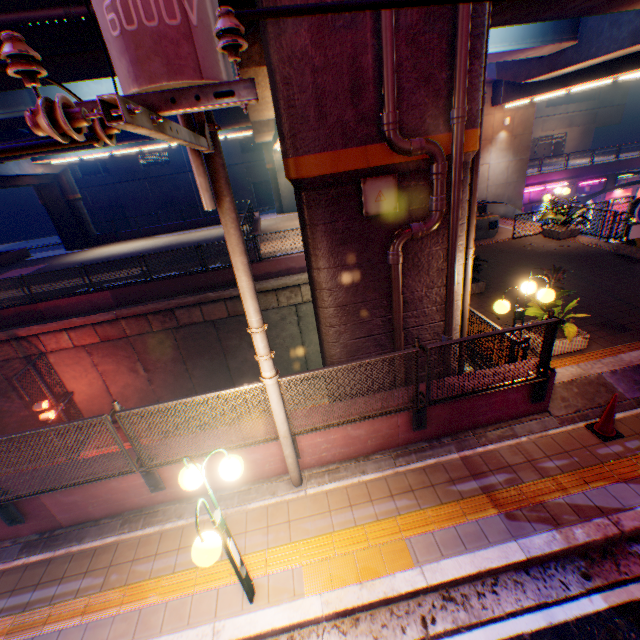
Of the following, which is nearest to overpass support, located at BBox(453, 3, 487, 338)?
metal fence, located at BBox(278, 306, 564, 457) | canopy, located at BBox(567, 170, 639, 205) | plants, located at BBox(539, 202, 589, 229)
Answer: metal fence, located at BBox(278, 306, 564, 457)

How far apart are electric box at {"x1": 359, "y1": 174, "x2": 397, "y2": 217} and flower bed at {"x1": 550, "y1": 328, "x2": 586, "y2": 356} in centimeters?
482cm

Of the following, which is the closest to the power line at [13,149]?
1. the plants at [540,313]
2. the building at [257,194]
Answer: the plants at [540,313]

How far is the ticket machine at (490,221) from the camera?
15.9m

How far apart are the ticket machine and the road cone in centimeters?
1196cm

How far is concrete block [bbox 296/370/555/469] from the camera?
5.6 meters

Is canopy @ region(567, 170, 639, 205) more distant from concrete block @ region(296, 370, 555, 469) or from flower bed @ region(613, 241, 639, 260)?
concrete block @ region(296, 370, 555, 469)

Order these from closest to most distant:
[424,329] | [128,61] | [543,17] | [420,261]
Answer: [128,61]
[420,261]
[424,329]
[543,17]
